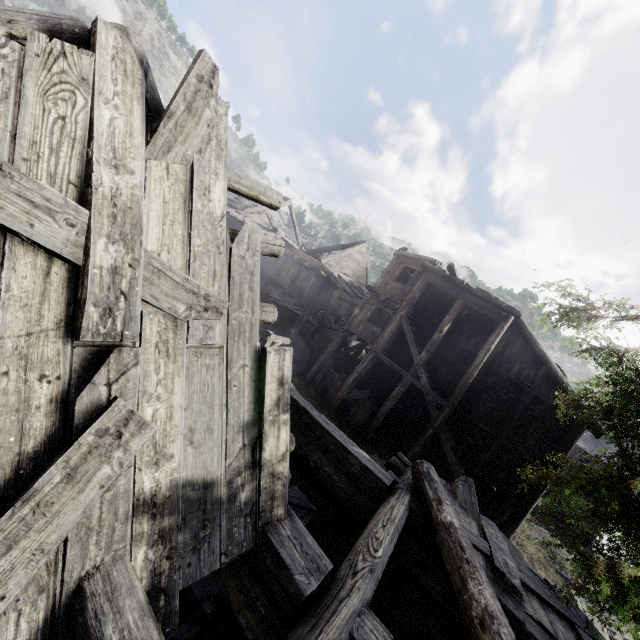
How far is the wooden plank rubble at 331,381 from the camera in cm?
1845

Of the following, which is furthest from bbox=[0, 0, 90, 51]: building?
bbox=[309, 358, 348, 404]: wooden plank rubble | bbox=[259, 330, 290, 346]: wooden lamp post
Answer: bbox=[259, 330, 290, 346]: wooden lamp post

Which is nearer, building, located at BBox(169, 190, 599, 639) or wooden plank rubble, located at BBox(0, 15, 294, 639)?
wooden plank rubble, located at BBox(0, 15, 294, 639)

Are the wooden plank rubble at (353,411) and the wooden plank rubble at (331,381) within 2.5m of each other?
yes

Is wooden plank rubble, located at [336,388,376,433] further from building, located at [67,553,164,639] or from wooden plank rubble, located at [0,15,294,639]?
wooden plank rubble, located at [0,15,294,639]

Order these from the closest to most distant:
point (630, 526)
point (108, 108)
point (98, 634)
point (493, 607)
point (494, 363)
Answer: point (98, 634)
point (108, 108)
point (493, 607)
point (630, 526)
point (494, 363)

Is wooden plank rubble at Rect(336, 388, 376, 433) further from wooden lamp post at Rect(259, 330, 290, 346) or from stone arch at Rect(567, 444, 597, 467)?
stone arch at Rect(567, 444, 597, 467)
